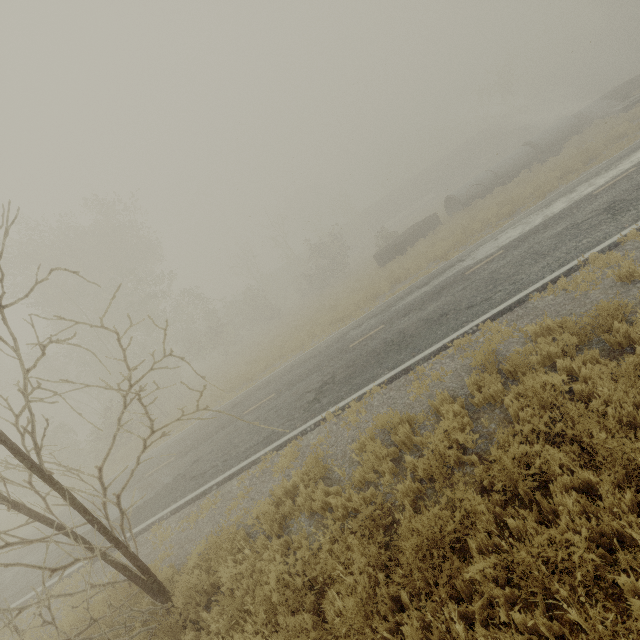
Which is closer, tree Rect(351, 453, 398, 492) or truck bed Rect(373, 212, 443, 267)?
tree Rect(351, 453, 398, 492)

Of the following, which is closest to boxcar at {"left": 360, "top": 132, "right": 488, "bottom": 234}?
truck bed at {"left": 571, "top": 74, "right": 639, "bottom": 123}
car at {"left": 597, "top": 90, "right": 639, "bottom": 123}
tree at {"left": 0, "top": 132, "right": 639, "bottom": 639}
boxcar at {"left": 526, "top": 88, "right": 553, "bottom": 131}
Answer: boxcar at {"left": 526, "top": 88, "right": 553, "bottom": 131}

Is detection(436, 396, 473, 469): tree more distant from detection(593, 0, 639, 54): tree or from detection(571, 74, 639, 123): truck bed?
detection(593, 0, 639, 54): tree

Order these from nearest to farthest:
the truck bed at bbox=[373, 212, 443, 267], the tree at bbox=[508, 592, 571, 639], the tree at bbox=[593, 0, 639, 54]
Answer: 1. the tree at bbox=[508, 592, 571, 639]
2. the truck bed at bbox=[373, 212, 443, 267]
3. the tree at bbox=[593, 0, 639, 54]

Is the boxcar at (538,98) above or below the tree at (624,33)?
below

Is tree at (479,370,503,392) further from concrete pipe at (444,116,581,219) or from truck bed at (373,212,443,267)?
concrete pipe at (444,116,581,219)

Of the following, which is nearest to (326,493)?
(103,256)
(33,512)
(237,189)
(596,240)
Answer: (33,512)

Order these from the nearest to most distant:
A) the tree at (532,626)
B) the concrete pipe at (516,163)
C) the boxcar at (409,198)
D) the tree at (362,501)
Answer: the tree at (532,626)
the tree at (362,501)
the concrete pipe at (516,163)
the boxcar at (409,198)
